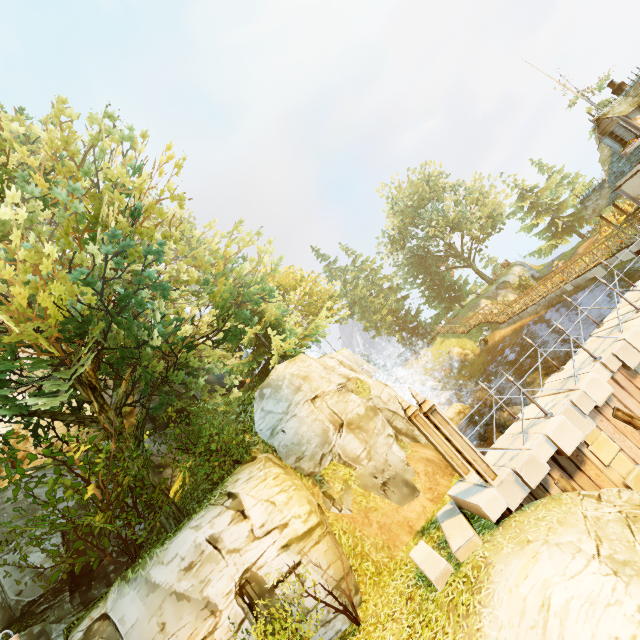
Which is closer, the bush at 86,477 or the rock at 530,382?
the bush at 86,477

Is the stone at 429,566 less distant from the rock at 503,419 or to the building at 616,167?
the rock at 503,419

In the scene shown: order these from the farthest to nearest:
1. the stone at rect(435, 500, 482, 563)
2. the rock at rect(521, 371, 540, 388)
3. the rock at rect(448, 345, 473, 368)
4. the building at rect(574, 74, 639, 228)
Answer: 1. the rock at rect(448, 345, 473, 368)
2. the rock at rect(521, 371, 540, 388)
3. the building at rect(574, 74, 639, 228)
4. the stone at rect(435, 500, 482, 563)

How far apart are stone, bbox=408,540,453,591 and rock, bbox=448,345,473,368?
27.28m

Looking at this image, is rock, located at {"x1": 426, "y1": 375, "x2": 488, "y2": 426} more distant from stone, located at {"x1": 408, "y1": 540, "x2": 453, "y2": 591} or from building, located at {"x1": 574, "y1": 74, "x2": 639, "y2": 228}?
stone, located at {"x1": 408, "y1": 540, "x2": 453, "y2": 591}

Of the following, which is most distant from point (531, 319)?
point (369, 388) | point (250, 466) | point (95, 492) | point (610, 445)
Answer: point (95, 492)

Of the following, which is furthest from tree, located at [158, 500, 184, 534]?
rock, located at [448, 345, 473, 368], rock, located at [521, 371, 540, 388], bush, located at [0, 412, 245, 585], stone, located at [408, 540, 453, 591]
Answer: rock, located at [448, 345, 473, 368]
